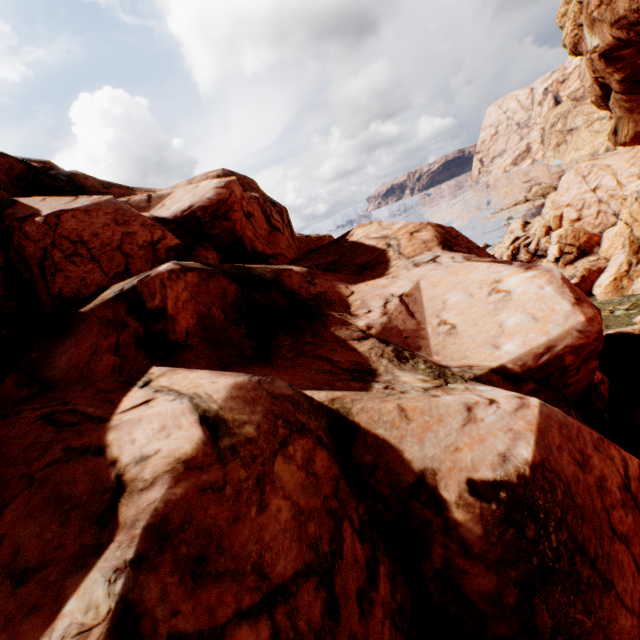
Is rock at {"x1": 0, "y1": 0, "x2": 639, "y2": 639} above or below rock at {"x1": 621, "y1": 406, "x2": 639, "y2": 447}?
above

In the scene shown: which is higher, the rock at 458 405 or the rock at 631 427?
the rock at 458 405

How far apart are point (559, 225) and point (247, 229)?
36.67m

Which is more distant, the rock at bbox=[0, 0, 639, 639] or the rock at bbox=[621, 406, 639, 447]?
the rock at bbox=[621, 406, 639, 447]

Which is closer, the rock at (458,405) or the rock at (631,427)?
the rock at (458,405)
